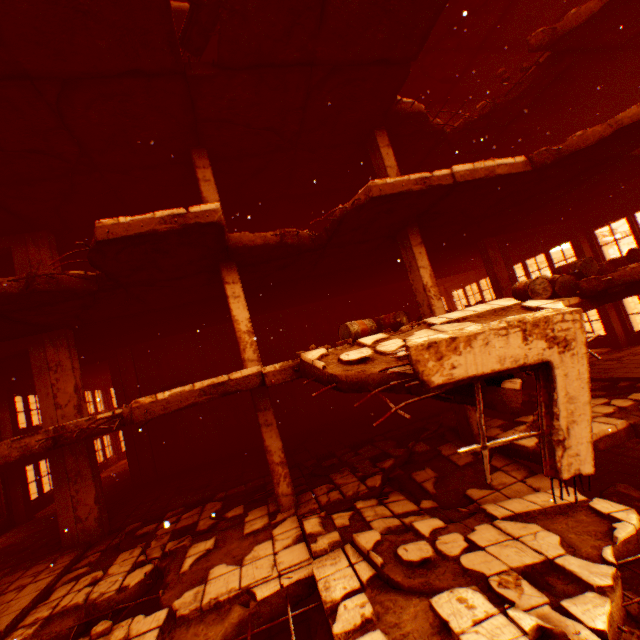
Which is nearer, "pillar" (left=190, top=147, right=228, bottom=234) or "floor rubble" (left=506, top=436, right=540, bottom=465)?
"floor rubble" (left=506, top=436, right=540, bottom=465)

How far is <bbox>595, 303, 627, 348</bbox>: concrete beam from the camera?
13.1 meters

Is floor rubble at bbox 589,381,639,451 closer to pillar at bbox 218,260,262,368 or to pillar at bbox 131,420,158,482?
pillar at bbox 218,260,262,368

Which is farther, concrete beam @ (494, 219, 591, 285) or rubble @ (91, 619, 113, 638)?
concrete beam @ (494, 219, 591, 285)

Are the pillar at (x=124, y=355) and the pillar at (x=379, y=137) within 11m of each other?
no

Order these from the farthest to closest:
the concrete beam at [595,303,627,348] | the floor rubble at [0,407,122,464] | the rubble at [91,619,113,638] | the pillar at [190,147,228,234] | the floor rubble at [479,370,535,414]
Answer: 1. the concrete beam at [595,303,627,348]
2. the pillar at [190,147,228,234]
3. the floor rubble at [0,407,122,464]
4. the rubble at [91,619,113,638]
5. the floor rubble at [479,370,535,414]

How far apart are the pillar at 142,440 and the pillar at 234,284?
8.52m

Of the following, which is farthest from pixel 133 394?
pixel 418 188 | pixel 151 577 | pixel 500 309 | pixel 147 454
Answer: pixel 500 309
